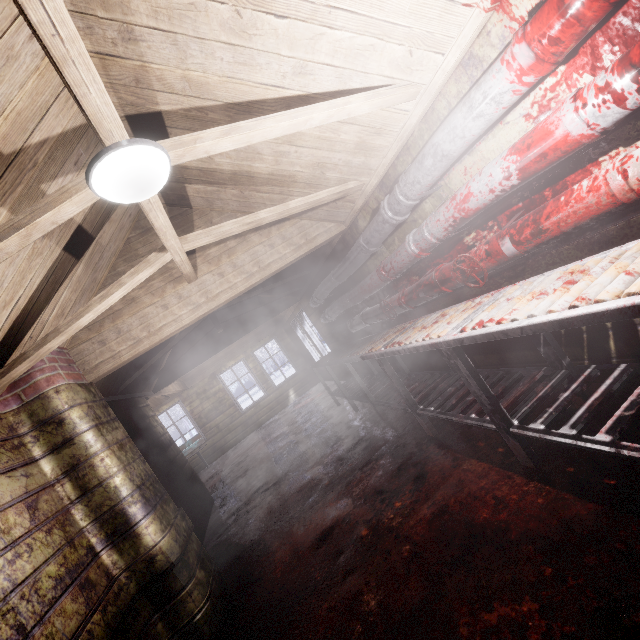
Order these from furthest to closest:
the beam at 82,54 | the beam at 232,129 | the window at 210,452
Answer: the window at 210,452 < the beam at 232,129 < the beam at 82,54

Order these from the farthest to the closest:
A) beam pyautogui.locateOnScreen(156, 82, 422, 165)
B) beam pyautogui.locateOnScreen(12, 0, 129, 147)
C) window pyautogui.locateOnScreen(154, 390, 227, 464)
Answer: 1. window pyautogui.locateOnScreen(154, 390, 227, 464)
2. beam pyautogui.locateOnScreen(156, 82, 422, 165)
3. beam pyautogui.locateOnScreen(12, 0, 129, 147)

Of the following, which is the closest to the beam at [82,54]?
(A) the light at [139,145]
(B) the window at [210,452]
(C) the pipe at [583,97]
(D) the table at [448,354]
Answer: (A) the light at [139,145]

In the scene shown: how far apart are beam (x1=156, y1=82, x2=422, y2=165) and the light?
0.0m

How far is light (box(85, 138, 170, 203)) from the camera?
1.2 meters

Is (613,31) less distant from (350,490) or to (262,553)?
(350,490)

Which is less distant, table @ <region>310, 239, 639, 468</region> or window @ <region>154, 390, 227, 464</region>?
table @ <region>310, 239, 639, 468</region>

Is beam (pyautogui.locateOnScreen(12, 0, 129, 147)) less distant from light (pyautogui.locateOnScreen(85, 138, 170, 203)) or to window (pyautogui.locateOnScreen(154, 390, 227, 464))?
light (pyautogui.locateOnScreen(85, 138, 170, 203))
